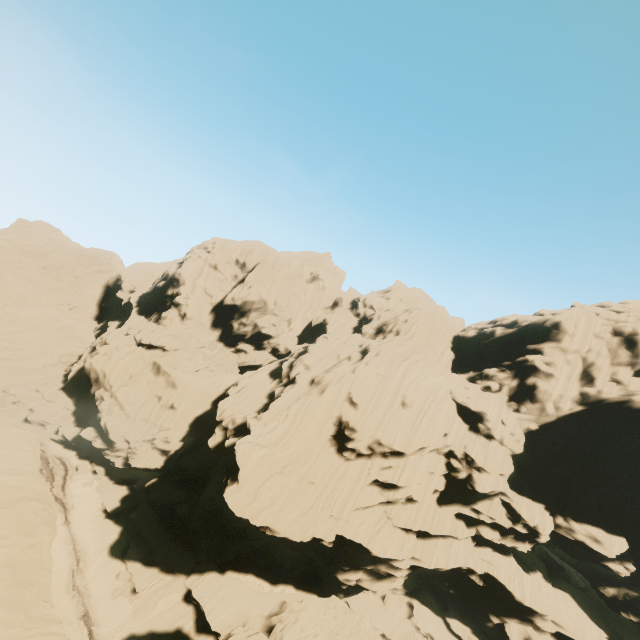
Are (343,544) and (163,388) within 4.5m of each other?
no
